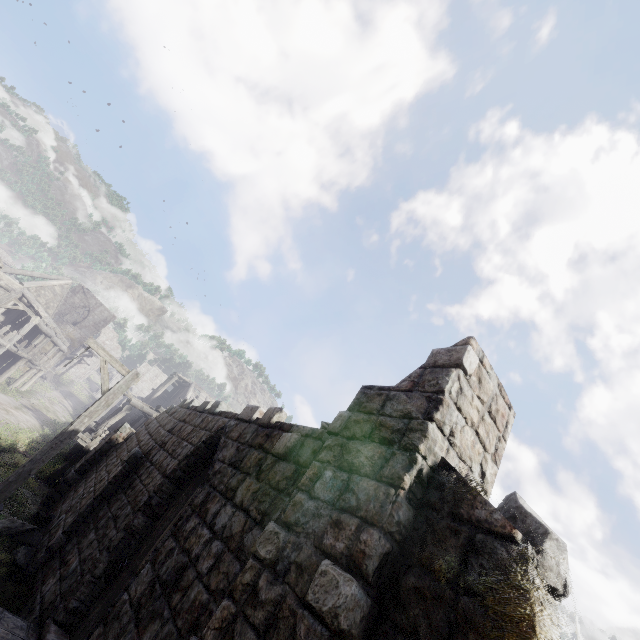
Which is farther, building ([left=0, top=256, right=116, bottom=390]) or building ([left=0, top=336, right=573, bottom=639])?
building ([left=0, top=256, right=116, bottom=390])

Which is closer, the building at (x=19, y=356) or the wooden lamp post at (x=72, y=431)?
the wooden lamp post at (x=72, y=431)

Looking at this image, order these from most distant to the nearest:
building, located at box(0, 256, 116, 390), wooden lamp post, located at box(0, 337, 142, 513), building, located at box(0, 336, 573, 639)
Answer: building, located at box(0, 256, 116, 390)
wooden lamp post, located at box(0, 337, 142, 513)
building, located at box(0, 336, 573, 639)

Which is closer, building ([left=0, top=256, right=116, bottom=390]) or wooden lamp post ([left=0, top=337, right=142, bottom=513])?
wooden lamp post ([left=0, top=337, right=142, bottom=513])

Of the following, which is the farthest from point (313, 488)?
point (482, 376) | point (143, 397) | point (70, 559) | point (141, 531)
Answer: point (143, 397)
